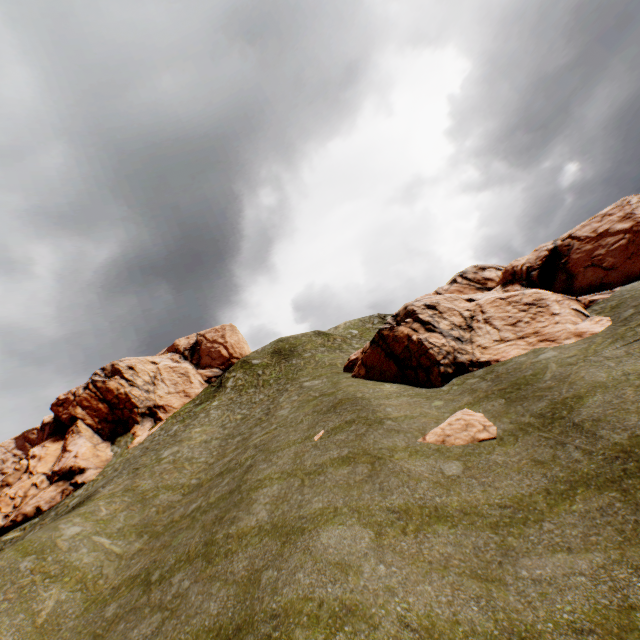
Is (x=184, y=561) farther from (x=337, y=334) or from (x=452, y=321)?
(x=337, y=334)

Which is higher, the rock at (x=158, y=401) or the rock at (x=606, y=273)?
the rock at (x=158, y=401)

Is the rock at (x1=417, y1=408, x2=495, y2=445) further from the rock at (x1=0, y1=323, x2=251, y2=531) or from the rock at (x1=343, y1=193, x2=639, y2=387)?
the rock at (x1=0, y1=323, x2=251, y2=531)

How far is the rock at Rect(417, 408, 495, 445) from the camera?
12.6 meters

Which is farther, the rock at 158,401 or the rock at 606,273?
the rock at 158,401

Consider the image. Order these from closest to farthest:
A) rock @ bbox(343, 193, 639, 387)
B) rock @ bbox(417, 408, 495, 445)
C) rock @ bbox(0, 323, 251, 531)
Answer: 1. rock @ bbox(417, 408, 495, 445)
2. rock @ bbox(343, 193, 639, 387)
3. rock @ bbox(0, 323, 251, 531)

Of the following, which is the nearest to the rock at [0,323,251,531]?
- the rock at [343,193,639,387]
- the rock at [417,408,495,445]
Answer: the rock at [343,193,639,387]

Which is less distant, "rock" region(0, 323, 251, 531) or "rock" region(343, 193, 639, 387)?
"rock" region(343, 193, 639, 387)
